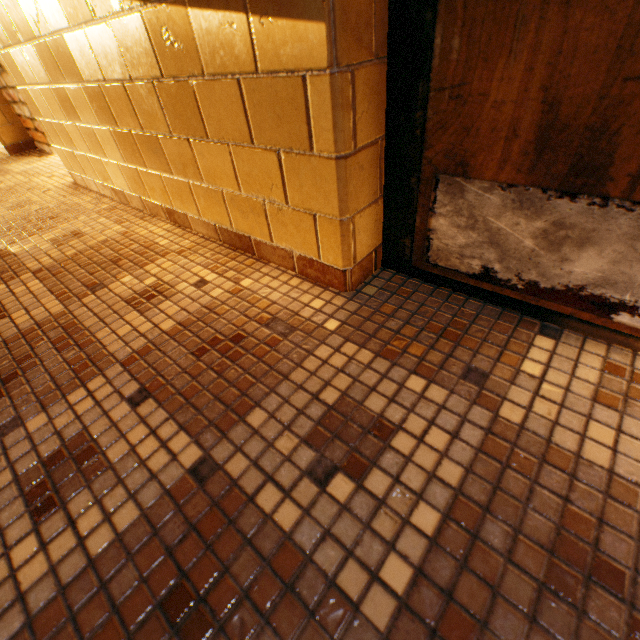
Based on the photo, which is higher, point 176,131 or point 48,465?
point 176,131
